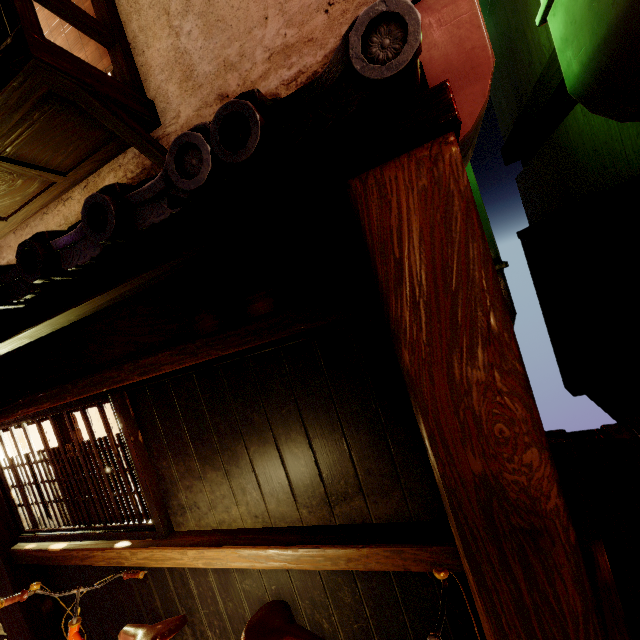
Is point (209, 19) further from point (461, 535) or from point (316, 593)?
point (316, 593)

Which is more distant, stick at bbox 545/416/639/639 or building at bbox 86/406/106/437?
building at bbox 86/406/106/437

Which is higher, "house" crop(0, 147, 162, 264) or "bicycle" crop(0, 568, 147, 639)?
"house" crop(0, 147, 162, 264)

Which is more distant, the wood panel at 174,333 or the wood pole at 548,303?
the wood pole at 548,303

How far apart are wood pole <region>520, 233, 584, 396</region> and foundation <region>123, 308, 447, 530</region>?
9.3m

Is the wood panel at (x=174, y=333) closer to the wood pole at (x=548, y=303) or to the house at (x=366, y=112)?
the house at (x=366, y=112)

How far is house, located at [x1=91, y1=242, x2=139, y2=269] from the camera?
3.20m

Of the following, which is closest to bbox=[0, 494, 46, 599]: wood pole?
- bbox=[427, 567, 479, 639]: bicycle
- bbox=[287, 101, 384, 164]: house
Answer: bbox=[427, 567, 479, 639]: bicycle
